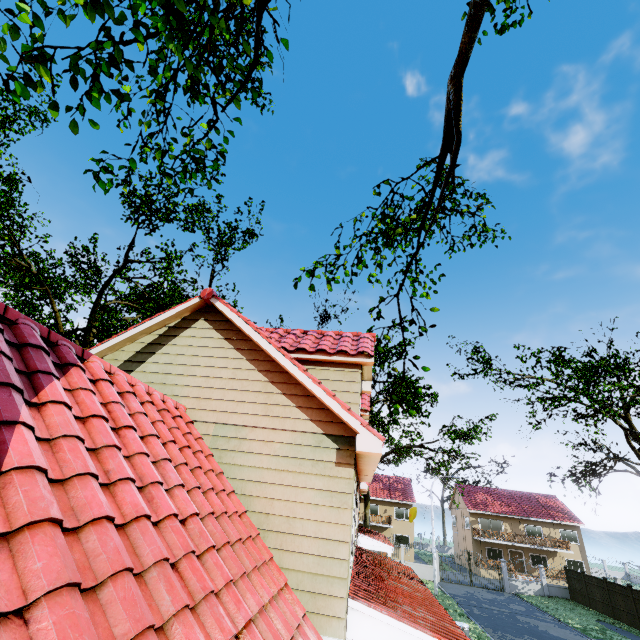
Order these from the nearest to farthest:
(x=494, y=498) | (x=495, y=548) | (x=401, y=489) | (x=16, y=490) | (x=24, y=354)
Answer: (x=16, y=490), (x=24, y=354), (x=495, y=548), (x=494, y=498), (x=401, y=489)

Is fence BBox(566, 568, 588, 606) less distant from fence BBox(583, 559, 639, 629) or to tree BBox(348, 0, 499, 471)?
fence BBox(583, 559, 639, 629)

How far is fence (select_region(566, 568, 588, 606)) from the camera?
27.84m

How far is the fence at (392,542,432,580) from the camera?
31.35m

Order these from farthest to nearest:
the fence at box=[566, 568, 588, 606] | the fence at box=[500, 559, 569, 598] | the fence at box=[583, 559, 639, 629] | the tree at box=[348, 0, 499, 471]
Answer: the fence at box=[500, 559, 569, 598], the fence at box=[566, 568, 588, 606], the fence at box=[583, 559, 639, 629], the tree at box=[348, 0, 499, 471]

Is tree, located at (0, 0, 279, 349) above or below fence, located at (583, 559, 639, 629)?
above

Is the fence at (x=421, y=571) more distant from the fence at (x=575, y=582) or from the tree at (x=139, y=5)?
the tree at (x=139, y=5)
